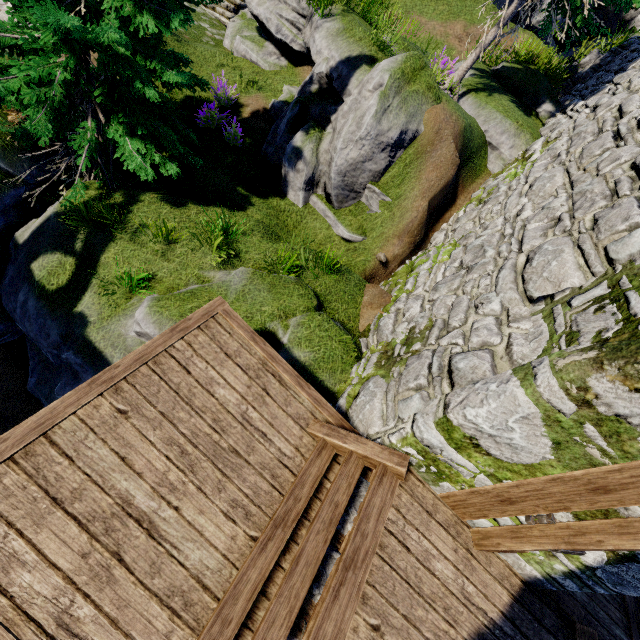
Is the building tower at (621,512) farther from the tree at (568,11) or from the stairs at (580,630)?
the tree at (568,11)

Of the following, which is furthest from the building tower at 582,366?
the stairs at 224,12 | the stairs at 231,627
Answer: the stairs at 224,12

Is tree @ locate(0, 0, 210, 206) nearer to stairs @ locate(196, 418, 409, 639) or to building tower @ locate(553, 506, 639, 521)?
building tower @ locate(553, 506, 639, 521)

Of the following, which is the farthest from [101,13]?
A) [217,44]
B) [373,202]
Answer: [217,44]

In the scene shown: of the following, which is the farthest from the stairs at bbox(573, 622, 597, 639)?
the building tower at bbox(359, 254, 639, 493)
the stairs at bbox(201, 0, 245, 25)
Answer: Result: the stairs at bbox(201, 0, 245, 25)

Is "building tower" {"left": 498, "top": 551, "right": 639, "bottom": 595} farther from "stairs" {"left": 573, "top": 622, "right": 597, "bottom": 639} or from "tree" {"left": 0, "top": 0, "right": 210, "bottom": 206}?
"tree" {"left": 0, "top": 0, "right": 210, "bottom": 206}

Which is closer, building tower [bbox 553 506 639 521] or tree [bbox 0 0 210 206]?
building tower [bbox 553 506 639 521]

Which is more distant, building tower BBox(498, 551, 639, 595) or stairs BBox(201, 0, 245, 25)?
stairs BBox(201, 0, 245, 25)
